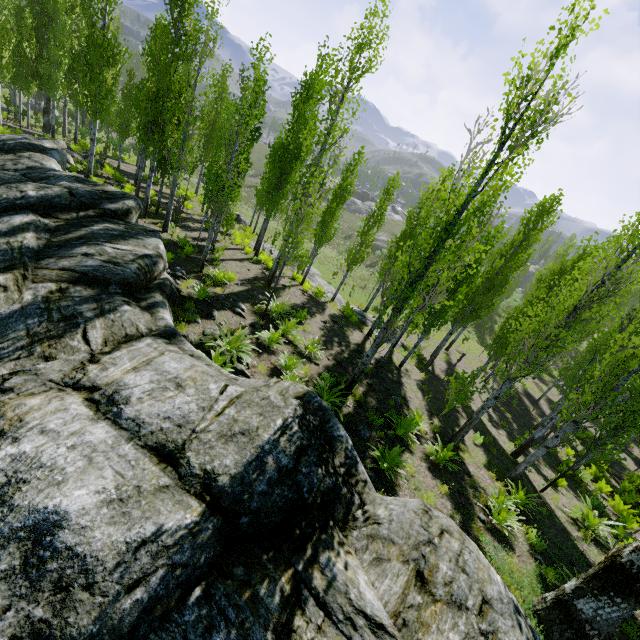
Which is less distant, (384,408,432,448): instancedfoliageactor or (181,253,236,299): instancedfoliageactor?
(384,408,432,448): instancedfoliageactor

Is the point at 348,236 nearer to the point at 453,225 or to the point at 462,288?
the point at 462,288

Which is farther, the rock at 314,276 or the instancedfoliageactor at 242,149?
the rock at 314,276

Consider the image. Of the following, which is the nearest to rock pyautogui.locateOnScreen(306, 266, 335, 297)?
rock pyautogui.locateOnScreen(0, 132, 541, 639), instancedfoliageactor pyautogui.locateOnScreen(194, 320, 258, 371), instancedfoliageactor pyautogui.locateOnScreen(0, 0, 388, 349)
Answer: instancedfoliageactor pyautogui.locateOnScreen(0, 0, 388, 349)

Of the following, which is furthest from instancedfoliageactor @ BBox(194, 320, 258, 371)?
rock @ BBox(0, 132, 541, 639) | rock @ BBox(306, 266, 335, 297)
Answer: rock @ BBox(306, 266, 335, 297)

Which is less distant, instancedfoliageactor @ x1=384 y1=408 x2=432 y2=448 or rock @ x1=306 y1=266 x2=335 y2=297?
instancedfoliageactor @ x1=384 y1=408 x2=432 y2=448

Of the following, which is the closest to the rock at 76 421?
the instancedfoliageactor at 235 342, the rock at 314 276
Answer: the instancedfoliageactor at 235 342

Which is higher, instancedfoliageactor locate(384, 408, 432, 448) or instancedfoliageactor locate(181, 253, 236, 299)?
instancedfoliageactor locate(384, 408, 432, 448)
